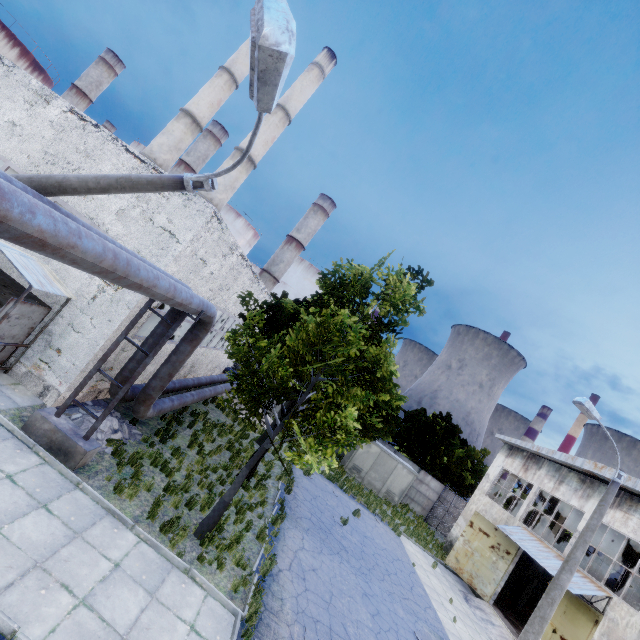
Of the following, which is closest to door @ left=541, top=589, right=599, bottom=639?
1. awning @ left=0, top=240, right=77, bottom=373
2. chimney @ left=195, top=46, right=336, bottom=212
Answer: awning @ left=0, top=240, right=77, bottom=373

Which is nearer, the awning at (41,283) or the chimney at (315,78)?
the awning at (41,283)

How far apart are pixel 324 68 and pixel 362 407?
37.6 meters

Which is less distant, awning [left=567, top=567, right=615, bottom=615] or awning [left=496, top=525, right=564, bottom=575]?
awning [left=567, top=567, right=615, bottom=615]

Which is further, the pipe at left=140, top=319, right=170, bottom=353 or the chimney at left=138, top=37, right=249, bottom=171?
the chimney at left=138, top=37, right=249, bottom=171

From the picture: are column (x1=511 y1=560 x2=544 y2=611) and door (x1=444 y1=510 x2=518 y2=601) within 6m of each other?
yes

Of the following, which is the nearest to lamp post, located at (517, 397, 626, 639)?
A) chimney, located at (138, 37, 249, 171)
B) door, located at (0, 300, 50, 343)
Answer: door, located at (0, 300, 50, 343)

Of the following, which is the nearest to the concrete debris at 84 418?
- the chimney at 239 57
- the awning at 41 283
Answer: the awning at 41 283
